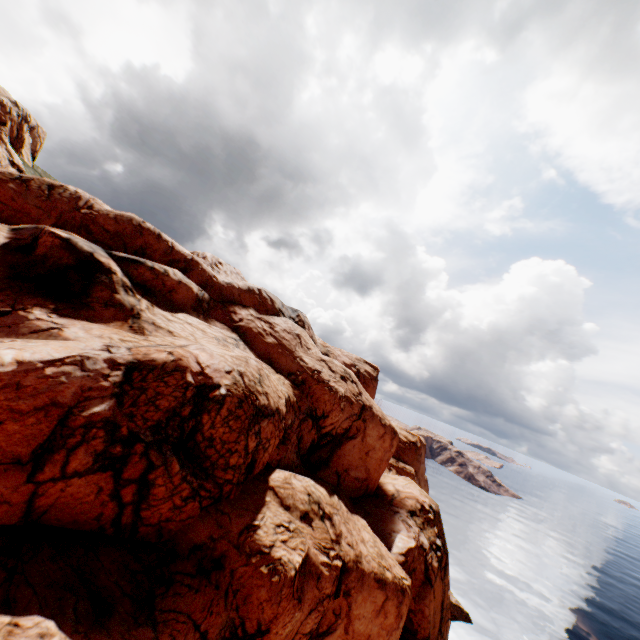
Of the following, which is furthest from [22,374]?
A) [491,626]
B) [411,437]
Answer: [491,626]
